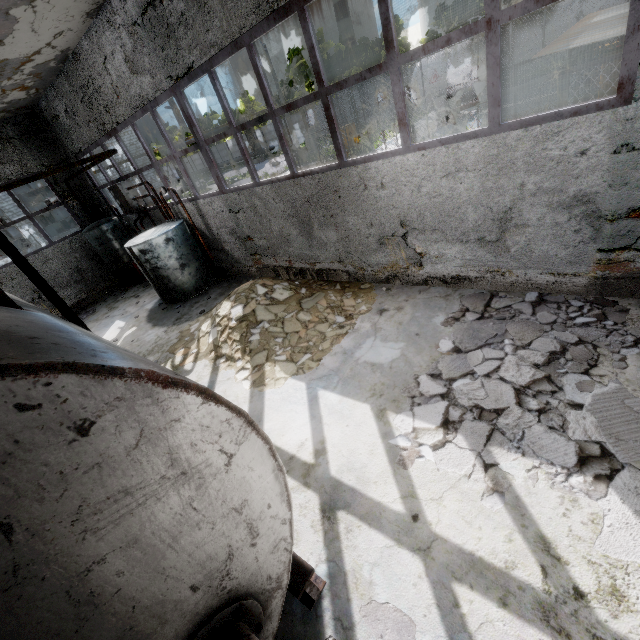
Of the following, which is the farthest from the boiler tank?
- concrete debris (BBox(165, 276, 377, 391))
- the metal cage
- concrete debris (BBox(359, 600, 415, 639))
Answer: the metal cage

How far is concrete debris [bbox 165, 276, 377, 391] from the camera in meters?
6.1 m

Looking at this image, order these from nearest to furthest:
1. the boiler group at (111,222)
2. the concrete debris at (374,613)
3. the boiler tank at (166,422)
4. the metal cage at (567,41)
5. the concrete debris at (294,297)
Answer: the boiler tank at (166,422) → the concrete debris at (374,613) → the metal cage at (567,41) → the concrete debris at (294,297) → the boiler group at (111,222)

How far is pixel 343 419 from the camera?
4.7 meters

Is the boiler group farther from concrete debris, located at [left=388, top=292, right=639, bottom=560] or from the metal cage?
the metal cage

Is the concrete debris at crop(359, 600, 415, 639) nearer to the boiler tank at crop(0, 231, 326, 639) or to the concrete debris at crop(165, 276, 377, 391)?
the boiler tank at crop(0, 231, 326, 639)

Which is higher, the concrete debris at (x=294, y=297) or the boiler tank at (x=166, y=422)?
the boiler tank at (x=166, y=422)

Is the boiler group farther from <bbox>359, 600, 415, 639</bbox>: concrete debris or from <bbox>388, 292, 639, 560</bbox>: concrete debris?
<bbox>359, 600, 415, 639</bbox>: concrete debris
